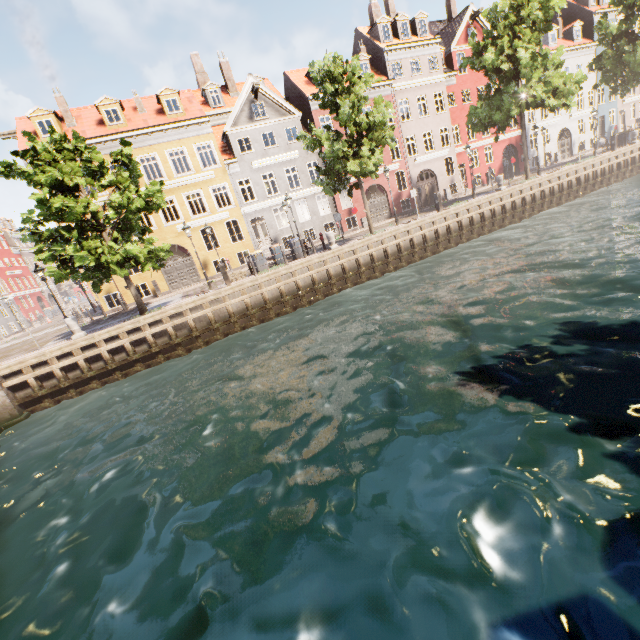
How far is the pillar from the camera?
15.0 meters

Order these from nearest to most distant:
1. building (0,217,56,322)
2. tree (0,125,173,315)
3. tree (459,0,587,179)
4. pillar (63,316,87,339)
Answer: tree (0,125,173,315) → pillar (63,316,87,339) → tree (459,0,587,179) → building (0,217,56,322)

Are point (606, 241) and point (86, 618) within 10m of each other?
no

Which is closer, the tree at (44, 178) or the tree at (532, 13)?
the tree at (44, 178)

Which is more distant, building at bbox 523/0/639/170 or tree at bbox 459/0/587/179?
building at bbox 523/0/639/170

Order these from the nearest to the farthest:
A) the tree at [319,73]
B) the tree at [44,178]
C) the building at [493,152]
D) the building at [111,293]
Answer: the tree at [44,178]
the tree at [319,73]
the building at [111,293]
the building at [493,152]

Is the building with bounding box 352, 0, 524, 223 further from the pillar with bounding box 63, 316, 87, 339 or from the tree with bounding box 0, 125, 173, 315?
the pillar with bounding box 63, 316, 87, 339
